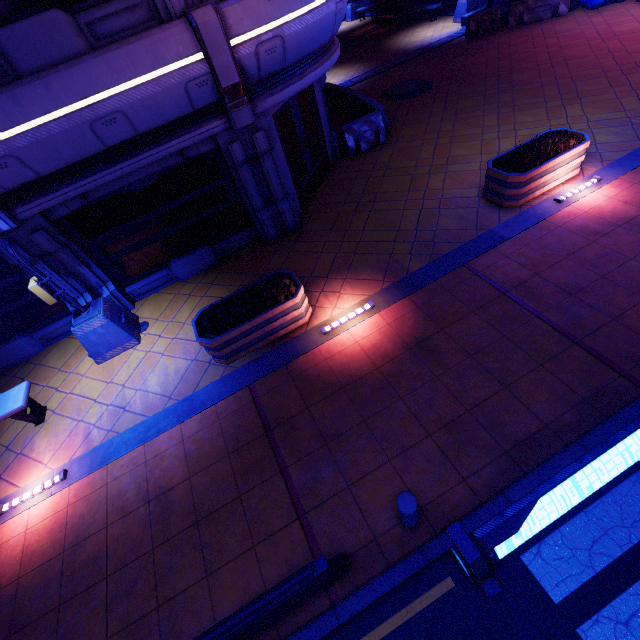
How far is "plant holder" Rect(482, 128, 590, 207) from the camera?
6.9m

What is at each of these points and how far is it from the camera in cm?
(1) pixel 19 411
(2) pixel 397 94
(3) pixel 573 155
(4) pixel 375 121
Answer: (1) bench, 621
(2) manhole, 1347
(3) plant holder, 710
(4) fence, 1082

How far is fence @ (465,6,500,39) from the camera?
15.7 meters

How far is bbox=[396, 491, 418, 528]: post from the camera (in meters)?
3.30

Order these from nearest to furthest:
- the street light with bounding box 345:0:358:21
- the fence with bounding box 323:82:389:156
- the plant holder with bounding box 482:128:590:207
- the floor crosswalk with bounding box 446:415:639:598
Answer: the floor crosswalk with bounding box 446:415:639:598
the plant holder with bounding box 482:128:590:207
the fence with bounding box 323:82:389:156
the street light with bounding box 345:0:358:21

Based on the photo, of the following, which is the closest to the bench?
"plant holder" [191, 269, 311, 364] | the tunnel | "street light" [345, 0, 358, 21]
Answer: "plant holder" [191, 269, 311, 364]

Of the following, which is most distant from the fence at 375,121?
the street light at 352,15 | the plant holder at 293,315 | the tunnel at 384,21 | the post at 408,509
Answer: the street light at 352,15

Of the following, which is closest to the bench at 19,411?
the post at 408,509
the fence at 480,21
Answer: the post at 408,509
